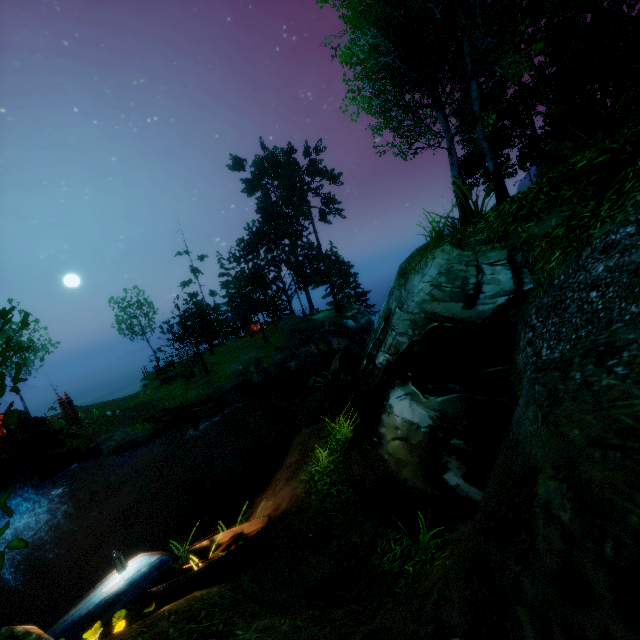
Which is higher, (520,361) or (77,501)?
(520,361)

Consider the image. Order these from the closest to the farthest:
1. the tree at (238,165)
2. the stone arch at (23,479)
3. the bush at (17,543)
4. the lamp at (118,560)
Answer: the bush at (17,543), the lamp at (118,560), the stone arch at (23,479), the tree at (238,165)

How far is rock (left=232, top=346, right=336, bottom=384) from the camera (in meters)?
24.06

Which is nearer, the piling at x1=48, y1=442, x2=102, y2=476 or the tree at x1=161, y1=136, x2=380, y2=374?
the piling at x1=48, y1=442, x2=102, y2=476

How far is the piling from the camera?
17.9m

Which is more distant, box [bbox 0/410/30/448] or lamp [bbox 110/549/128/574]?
box [bbox 0/410/30/448]

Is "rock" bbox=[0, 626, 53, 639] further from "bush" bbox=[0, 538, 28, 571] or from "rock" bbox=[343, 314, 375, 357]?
"rock" bbox=[343, 314, 375, 357]

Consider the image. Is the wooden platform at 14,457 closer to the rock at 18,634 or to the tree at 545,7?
the tree at 545,7
